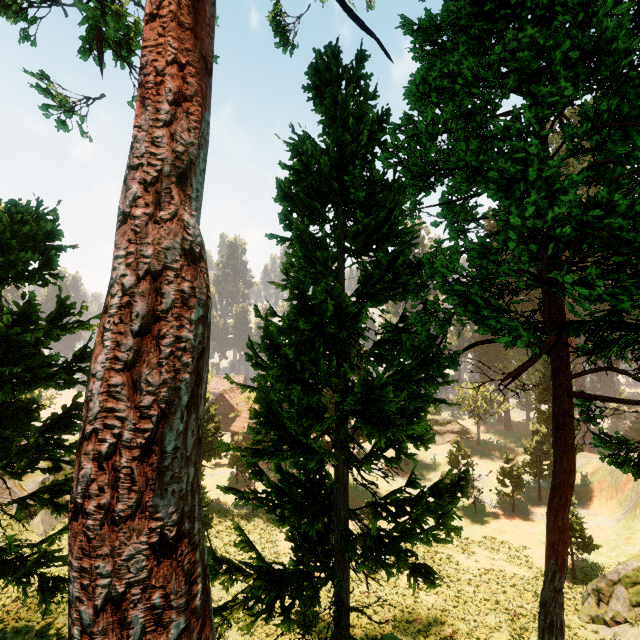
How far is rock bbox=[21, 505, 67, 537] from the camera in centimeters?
2303cm

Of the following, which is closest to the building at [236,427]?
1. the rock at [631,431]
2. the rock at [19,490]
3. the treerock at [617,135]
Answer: the treerock at [617,135]

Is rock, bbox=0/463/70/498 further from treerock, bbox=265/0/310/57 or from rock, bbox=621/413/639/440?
rock, bbox=621/413/639/440

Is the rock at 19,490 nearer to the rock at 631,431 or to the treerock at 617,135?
the treerock at 617,135

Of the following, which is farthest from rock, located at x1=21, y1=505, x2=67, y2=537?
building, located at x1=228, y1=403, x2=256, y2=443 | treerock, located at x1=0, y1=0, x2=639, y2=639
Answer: building, located at x1=228, y1=403, x2=256, y2=443

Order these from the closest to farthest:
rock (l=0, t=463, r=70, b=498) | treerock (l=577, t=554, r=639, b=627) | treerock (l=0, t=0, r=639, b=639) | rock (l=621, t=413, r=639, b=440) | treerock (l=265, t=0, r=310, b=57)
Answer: treerock (l=0, t=0, r=639, b=639)
treerock (l=577, t=554, r=639, b=627)
treerock (l=265, t=0, r=310, b=57)
rock (l=0, t=463, r=70, b=498)
rock (l=621, t=413, r=639, b=440)

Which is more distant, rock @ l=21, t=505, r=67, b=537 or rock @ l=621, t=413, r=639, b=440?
rock @ l=621, t=413, r=639, b=440

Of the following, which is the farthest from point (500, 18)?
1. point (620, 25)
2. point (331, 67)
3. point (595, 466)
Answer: point (595, 466)
